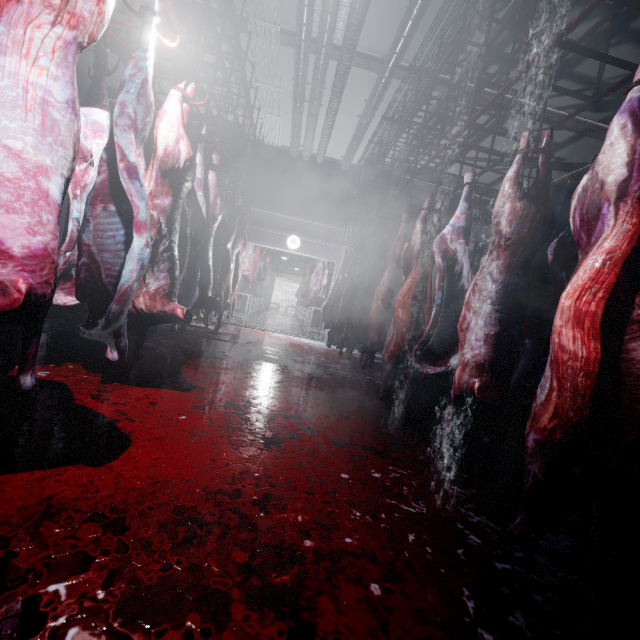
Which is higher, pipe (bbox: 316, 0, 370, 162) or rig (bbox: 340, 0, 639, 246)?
pipe (bbox: 316, 0, 370, 162)

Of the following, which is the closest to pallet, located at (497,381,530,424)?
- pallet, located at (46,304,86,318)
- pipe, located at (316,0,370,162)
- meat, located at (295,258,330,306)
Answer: pipe, located at (316,0,370,162)

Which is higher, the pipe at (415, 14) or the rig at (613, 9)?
the pipe at (415, 14)

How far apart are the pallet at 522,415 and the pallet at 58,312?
5.6 meters

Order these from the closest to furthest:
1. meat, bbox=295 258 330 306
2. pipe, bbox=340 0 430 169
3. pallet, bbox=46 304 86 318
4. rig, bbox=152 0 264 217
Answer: rig, bbox=152 0 264 217
pipe, bbox=340 0 430 169
pallet, bbox=46 304 86 318
meat, bbox=295 258 330 306

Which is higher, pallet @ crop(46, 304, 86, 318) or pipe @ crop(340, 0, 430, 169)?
pipe @ crop(340, 0, 430, 169)

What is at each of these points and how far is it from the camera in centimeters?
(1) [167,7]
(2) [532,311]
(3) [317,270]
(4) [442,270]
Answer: (1) rig, 193cm
(2) pallet, 452cm
(3) meat, 860cm
(4) meat, 256cm

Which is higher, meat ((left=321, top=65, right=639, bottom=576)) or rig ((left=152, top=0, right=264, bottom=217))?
rig ((left=152, top=0, right=264, bottom=217))
